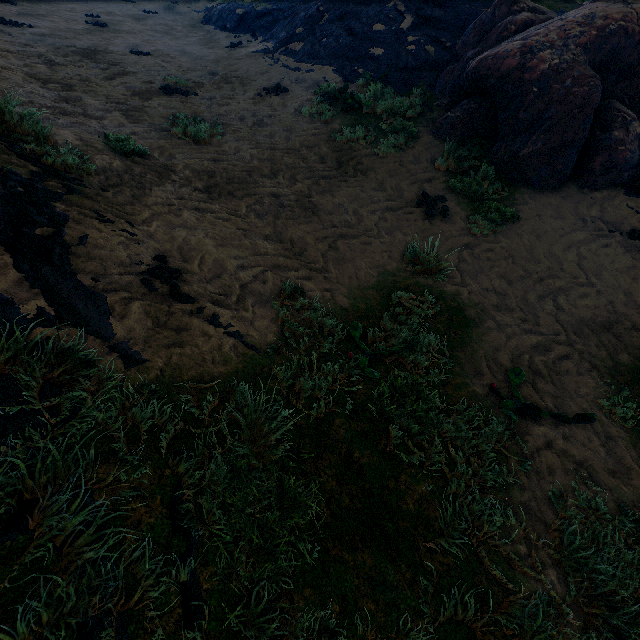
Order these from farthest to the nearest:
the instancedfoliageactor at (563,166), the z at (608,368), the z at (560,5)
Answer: the z at (560,5)
the instancedfoliageactor at (563,166)
the z at (608,368)

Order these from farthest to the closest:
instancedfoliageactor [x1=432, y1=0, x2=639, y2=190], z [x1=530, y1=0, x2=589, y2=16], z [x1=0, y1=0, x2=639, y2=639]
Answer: z [x1=530, y1=0, x2=589, y2=16] < instancedfoliageactor [x1=432, y1=0, x2=639, y2=190] < z [x1=0, y1=0, x2=639, y2=639]

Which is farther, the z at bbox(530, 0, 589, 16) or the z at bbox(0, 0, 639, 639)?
the z at bbox(530, 0, 589, 16)

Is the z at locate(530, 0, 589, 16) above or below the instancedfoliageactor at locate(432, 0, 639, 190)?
above

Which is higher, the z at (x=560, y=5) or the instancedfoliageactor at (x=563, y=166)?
the z at (x=560, y=5)

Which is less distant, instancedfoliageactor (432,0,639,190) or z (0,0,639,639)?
z (0,0,639,639)

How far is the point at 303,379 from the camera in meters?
2.4 m
